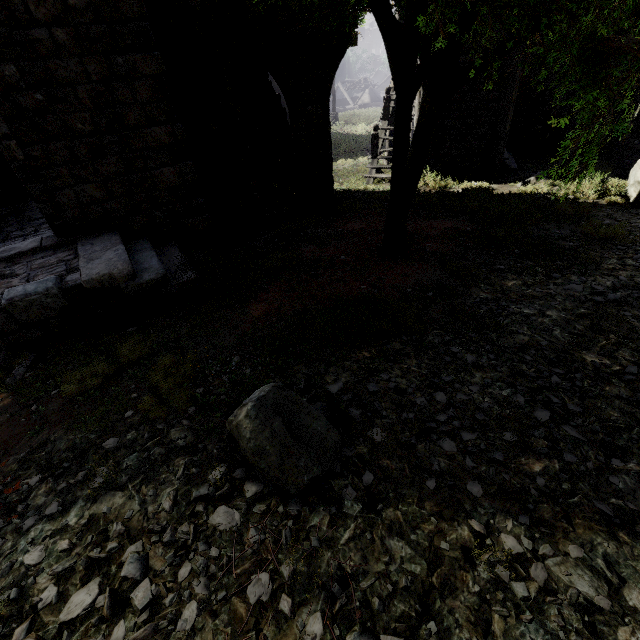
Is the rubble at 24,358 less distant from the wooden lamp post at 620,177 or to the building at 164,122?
the building at 164,122

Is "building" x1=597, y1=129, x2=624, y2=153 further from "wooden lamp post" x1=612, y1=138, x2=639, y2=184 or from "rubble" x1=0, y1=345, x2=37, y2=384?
"wooden lamp post" x1=612, y1=138, x2=639, y2=184

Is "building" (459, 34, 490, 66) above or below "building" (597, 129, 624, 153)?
above

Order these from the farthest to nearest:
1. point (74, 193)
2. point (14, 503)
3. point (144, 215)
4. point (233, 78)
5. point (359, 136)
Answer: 1. point (359, 136)
2. point (233, 78)
3. point (144, 215)
4. point (74, 193)
5. point (14, 503)

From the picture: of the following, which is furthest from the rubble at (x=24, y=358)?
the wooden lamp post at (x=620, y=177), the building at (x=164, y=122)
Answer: the wooden lamp post at (x=620, y=177)

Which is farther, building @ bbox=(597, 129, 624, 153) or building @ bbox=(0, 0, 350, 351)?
building @ bbox=(597, 129, 624, 153)

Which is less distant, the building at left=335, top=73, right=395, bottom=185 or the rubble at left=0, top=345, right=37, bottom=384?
the rubble at left=0, top=345, right=37, bottom=384
